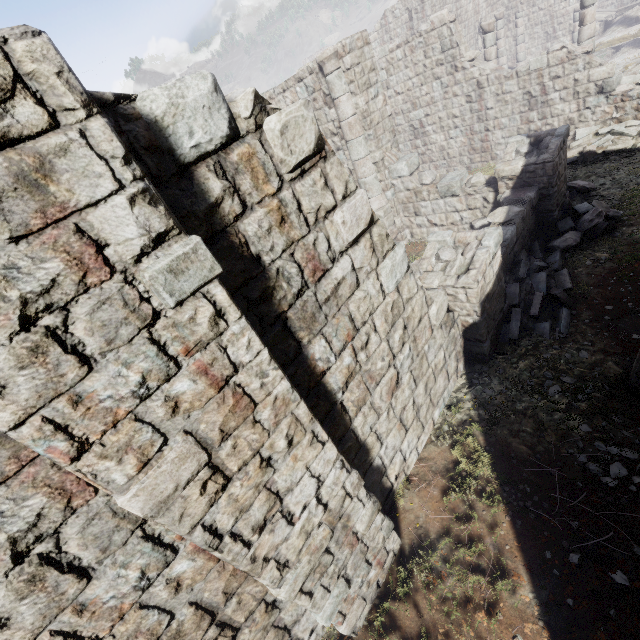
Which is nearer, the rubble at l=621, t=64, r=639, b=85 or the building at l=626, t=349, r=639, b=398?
the building at l=626, t=349, r=639, b=398

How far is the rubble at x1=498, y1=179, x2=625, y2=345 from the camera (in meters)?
6.73

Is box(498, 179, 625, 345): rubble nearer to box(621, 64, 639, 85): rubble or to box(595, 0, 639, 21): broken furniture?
box(621, 64, 639, 85): rubble

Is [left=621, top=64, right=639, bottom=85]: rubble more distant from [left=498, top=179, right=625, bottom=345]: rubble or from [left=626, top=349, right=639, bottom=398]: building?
[left=498, top=179, right=625, bottom=345]: rubble

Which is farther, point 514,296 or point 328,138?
point 328,138

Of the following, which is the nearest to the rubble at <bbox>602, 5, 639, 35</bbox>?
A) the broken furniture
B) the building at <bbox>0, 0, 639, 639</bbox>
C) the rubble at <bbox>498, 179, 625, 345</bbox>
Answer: the building at <bbox>0, 0, 639, 639</bbox>

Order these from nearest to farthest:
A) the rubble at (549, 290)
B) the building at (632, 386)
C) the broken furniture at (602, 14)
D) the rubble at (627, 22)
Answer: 1. the building at (632, 386)
2. the rubble at (549, 290)
3. the rubble at (627, 22)
4. the broken furniture at (602, 14)

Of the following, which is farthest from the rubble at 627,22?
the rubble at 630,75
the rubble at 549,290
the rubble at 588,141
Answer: the rubble at 549,290
